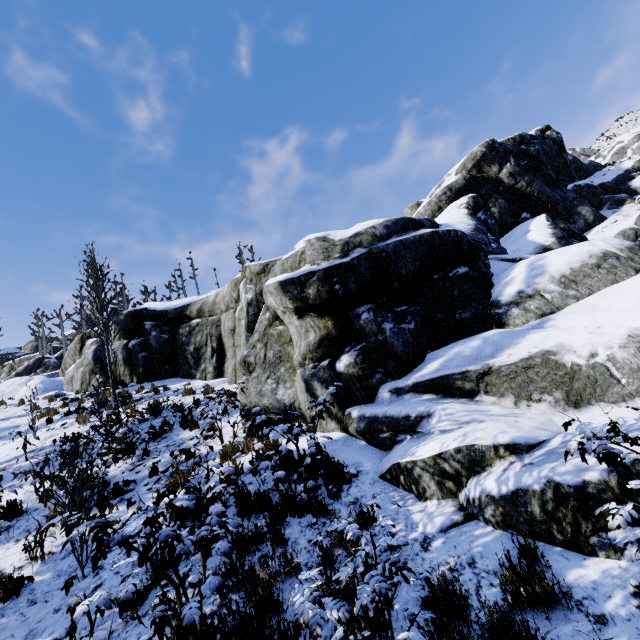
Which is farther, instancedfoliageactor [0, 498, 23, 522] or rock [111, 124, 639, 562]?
instancedfoliageactor [0, 498, 23, 522]

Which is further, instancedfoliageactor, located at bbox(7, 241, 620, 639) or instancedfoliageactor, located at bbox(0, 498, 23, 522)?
instancedfoliageactor, located at bbox(0, 498, 23, 522)

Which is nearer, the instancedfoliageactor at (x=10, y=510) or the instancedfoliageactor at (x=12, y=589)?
the instancedfoliageactor at (x=12, y=589)

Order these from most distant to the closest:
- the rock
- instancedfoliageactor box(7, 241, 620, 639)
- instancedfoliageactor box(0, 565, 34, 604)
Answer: instancedfoliageactor box(0, 565, 34, 604) < the rock < instancedfoliageactor box(7, 241, 620, 639)

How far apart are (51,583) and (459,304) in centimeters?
913cm
